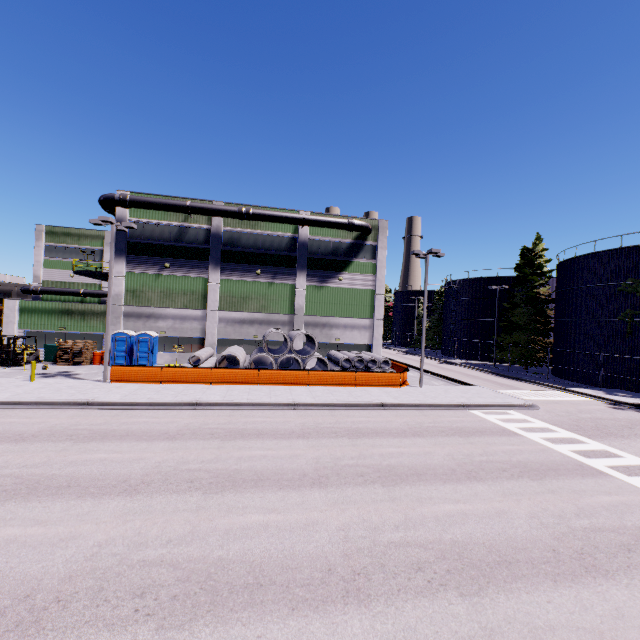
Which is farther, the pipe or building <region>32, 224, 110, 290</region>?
building <region>32, 224, 110, 290</region>

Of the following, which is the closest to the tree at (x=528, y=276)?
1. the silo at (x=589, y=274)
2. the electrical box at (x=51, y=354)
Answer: the silo at (x=589, y=274)

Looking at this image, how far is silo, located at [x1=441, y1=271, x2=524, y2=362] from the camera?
45.3 meters

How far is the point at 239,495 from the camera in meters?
8.5 m

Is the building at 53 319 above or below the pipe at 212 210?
below

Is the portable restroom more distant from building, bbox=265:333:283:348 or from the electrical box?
the electrical box

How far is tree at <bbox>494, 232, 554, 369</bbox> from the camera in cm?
3712

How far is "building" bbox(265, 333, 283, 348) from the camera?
30.47m
